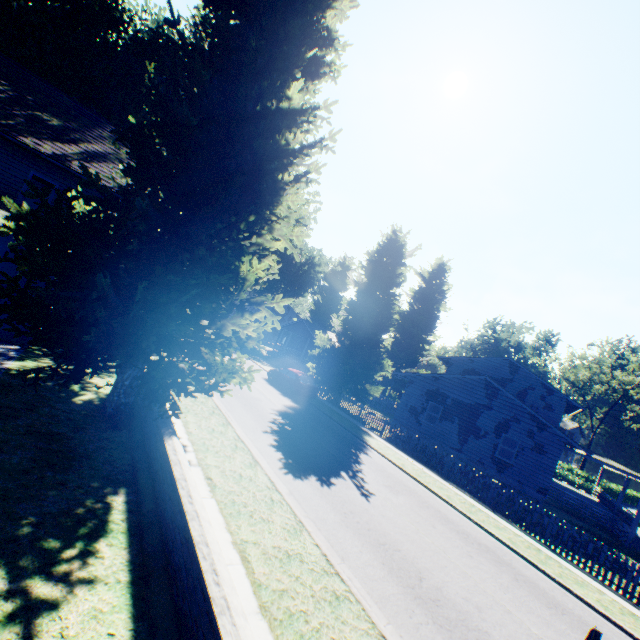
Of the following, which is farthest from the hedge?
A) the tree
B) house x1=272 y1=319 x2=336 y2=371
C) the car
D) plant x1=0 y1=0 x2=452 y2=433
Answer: the car

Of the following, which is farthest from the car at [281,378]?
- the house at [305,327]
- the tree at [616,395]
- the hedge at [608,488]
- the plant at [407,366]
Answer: the tree at [616,395]

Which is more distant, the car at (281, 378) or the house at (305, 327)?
the house at (305, 327)

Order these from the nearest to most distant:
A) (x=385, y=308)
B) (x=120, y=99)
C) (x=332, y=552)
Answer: (x=332, y=552)
(x=120, y=99)
(x=385, y=308)

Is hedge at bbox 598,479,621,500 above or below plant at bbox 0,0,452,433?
below

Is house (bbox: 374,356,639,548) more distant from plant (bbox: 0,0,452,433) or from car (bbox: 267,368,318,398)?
car (bbox: 267,368,318,398)

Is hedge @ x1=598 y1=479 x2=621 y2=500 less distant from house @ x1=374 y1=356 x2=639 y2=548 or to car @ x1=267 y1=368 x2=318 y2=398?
house @ x1=374 y1=356 x2=639 y2=548

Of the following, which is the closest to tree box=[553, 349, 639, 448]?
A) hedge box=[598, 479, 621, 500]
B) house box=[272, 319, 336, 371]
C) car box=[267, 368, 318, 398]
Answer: hedge box=[598, 479, 621, 500]
